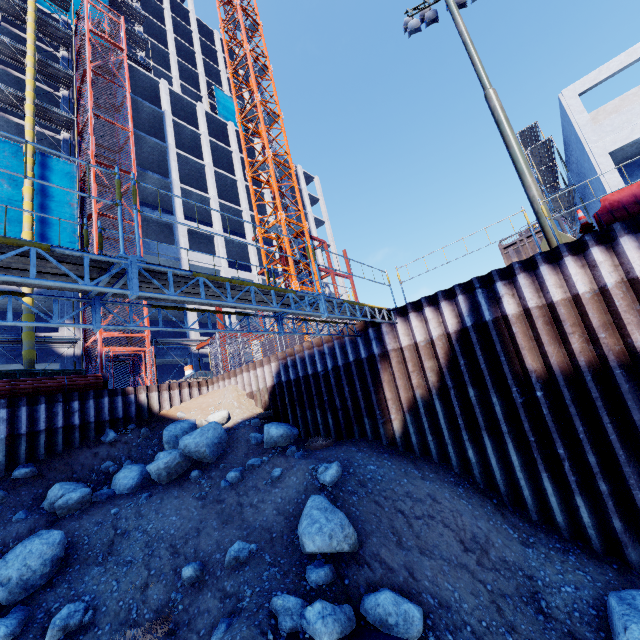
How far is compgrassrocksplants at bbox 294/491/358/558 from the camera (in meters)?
6.11

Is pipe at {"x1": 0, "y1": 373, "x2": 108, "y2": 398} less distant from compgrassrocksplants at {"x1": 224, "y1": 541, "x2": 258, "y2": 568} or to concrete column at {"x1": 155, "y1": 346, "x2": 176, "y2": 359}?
concrete column at {"x1": 155, "y1": 346, "x2": 176, "y2": 359}

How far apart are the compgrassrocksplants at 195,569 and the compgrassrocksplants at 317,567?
1.97m

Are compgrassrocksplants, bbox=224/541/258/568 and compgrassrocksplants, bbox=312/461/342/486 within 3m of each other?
yes

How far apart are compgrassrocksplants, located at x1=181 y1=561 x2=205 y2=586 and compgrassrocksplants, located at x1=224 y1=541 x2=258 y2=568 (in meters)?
0.46

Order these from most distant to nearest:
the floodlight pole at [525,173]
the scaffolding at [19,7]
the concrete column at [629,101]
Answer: the scaffolding at [19,7] < the concrete column at [629,101] < the floodlight pole at [525,173]

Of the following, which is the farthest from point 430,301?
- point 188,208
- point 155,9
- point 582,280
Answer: point 155,9

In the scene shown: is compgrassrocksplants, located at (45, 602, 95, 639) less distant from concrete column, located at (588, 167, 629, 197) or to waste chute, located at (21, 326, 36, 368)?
waste chute, located at (21, 326, 36, 368)
